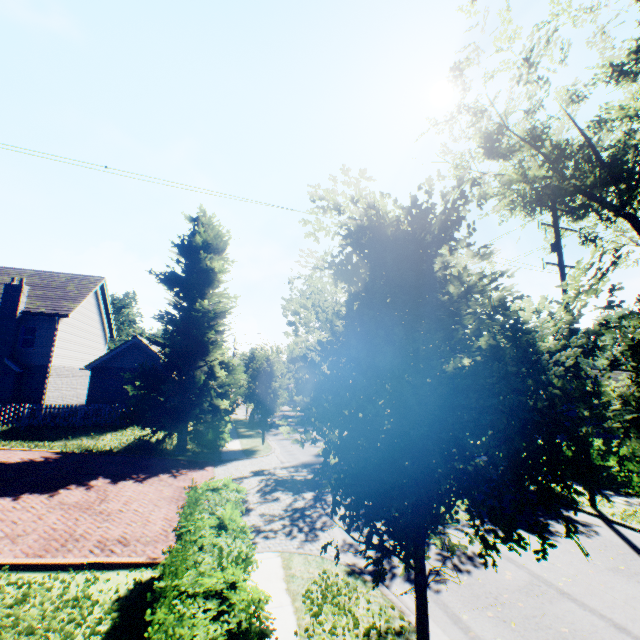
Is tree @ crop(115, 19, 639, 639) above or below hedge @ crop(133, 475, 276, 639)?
above

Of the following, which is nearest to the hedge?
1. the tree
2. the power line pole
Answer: the tree

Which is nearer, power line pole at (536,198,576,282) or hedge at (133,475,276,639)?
hedge at (133,475,276,639)

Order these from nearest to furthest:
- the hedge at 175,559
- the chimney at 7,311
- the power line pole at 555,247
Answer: the hedge at 175,559
the power line pole at 555,247
the chimney at 7,311

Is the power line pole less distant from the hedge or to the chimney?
the hedge

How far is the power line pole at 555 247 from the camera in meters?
13.0 m

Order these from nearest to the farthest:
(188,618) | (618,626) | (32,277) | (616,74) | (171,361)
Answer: (188,618) → (618,626) → (616,74) → (171,361) → (32,277)

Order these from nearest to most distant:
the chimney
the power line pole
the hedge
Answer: the hedge < the power line pole < the chimney
